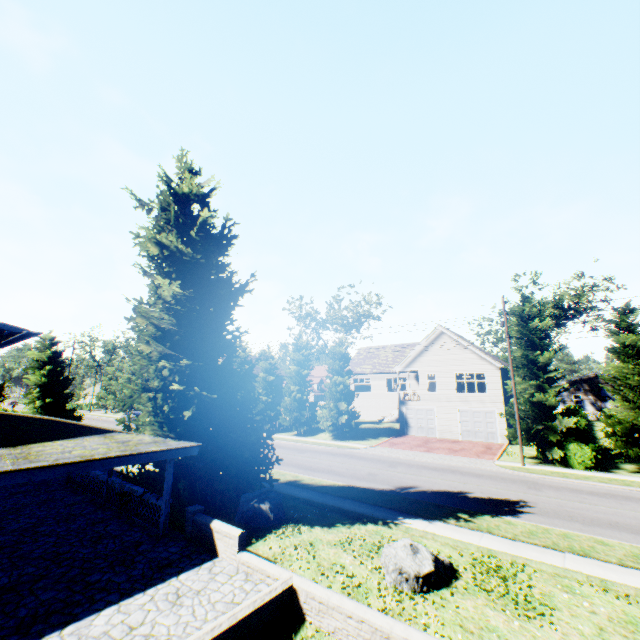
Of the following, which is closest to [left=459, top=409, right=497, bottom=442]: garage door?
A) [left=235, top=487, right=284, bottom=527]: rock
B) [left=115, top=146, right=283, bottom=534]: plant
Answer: [left=115, top=146, right=283, bottom=534]: plant

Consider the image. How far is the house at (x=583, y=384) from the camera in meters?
46.0 m

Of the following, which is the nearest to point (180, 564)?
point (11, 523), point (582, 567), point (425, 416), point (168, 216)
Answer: point (11, 523)

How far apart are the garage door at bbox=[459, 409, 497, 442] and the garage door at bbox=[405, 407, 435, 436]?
2.2 meters

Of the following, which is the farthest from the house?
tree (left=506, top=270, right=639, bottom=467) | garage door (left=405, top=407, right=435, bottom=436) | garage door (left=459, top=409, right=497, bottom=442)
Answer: garage door (left=405, top=407, right=435, bottom=436)

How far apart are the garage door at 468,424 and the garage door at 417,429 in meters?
2.2

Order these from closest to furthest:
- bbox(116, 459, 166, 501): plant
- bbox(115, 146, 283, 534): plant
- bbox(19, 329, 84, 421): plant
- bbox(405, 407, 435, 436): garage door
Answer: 1. bbox(116, 459, 166, 501): plant
2. bbox(115, 146, 283, 534): plant
3. bbox(19, 329, 84, 421): plant
4. bbox(405, 407, 435, 436): garage door

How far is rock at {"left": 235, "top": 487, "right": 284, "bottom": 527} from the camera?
11.82m
